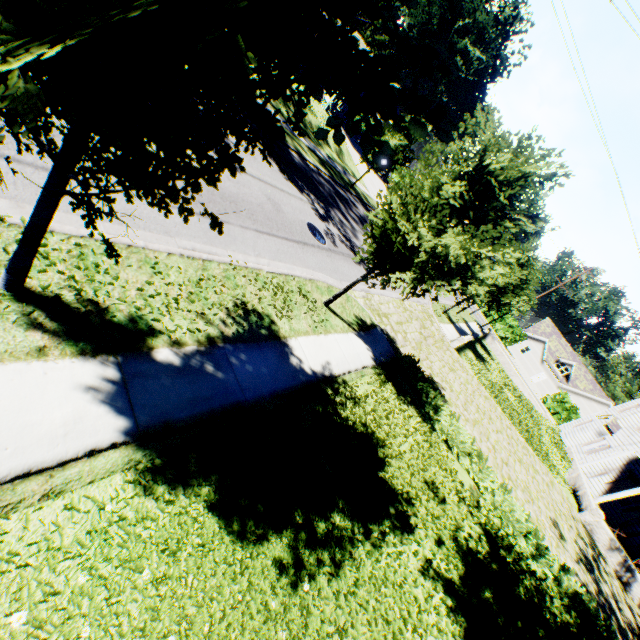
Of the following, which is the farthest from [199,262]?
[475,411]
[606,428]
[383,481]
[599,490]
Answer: [606,428]

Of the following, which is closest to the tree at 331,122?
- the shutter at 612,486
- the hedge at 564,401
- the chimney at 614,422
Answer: the chimney at 614,422

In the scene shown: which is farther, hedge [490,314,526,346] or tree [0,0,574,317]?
hedge [490,314,526,346]

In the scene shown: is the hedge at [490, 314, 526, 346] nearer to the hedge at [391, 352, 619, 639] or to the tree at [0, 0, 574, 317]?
the tree at [0, 0, 574, 317]

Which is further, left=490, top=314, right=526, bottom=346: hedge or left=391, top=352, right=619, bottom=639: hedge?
left=490, top=314, right=526, bottom=346: hedge

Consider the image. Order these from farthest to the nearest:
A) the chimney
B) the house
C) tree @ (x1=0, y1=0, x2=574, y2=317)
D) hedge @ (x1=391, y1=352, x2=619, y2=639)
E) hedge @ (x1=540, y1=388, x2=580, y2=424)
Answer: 1. hedge @ (x1=540, y1=388, x2=580, y2=424)
2. the house
3. the chimney
4. hedge @ (x1=391, y1=352, x2=619, y2=639)
5. tree @ (x1=0, y1=0, x2=574, y2=317)

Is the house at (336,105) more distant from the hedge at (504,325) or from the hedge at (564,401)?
the hedge at (564,401)

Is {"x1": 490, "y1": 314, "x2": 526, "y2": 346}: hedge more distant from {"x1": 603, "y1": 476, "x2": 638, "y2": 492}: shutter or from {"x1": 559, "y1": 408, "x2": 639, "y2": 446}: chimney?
{"x1": 603, "y1": 476, "x2": 638, "y2": 492}: shutter
